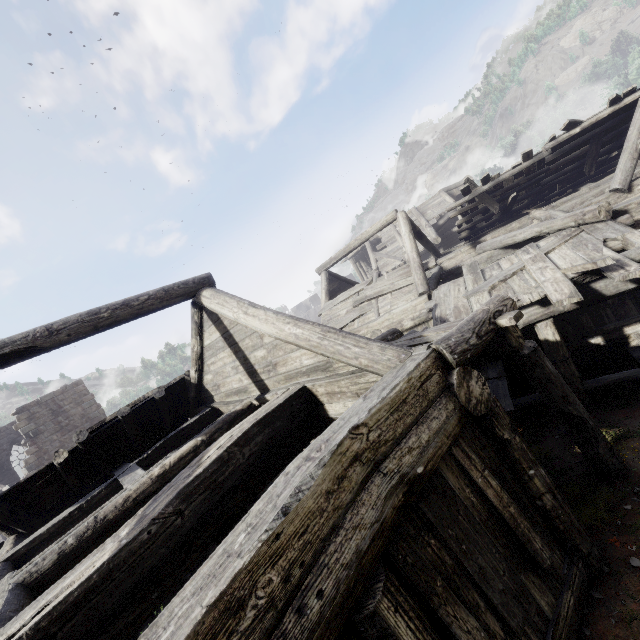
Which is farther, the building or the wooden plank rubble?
the wooden plank rubble

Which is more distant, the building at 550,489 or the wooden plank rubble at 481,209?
the wooden plank rubble at 481,209

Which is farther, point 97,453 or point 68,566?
point 97,453
